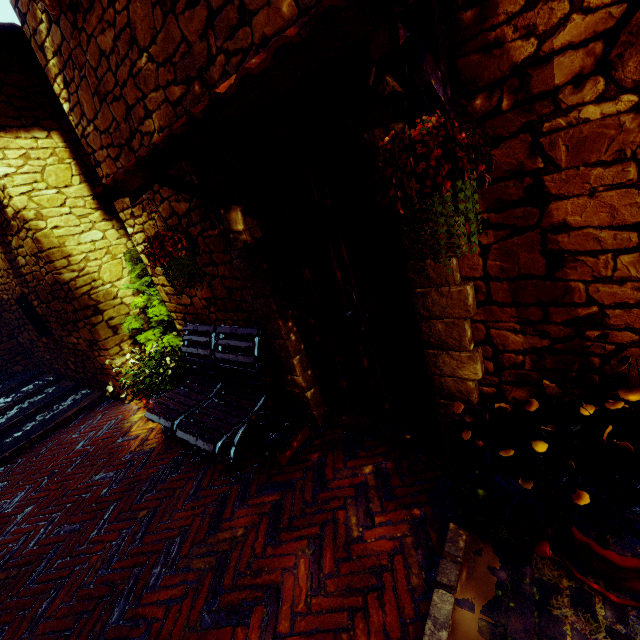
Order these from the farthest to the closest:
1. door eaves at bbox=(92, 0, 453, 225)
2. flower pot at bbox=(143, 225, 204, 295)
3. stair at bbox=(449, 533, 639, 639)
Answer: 1. flower pot at bbox=(143, 225, 204, 295)
2. stair at bbox=(449, 533, 639, 639)
3. door eaves at bbox=(92, 0, 453, 225)

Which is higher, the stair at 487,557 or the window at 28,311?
the window at 28,311

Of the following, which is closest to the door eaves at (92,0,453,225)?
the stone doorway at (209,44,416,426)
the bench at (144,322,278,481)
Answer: the stone doorway at (209,44,416,426)

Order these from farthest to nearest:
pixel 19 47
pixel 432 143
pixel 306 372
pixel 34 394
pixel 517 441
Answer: pixel 34 394, pixel 19 47, pixel 306 372, pixel 517 441, pixel 432 143

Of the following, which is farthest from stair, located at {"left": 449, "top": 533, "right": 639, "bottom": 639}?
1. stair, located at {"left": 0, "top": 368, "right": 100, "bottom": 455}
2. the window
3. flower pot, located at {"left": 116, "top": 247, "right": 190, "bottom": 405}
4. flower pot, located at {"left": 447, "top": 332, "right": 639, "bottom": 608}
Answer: the window

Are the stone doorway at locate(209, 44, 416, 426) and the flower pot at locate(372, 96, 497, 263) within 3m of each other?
yes

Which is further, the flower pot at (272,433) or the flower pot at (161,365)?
the flower pot at (161,365)

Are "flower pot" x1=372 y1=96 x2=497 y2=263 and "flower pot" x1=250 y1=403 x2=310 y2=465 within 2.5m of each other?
yes
